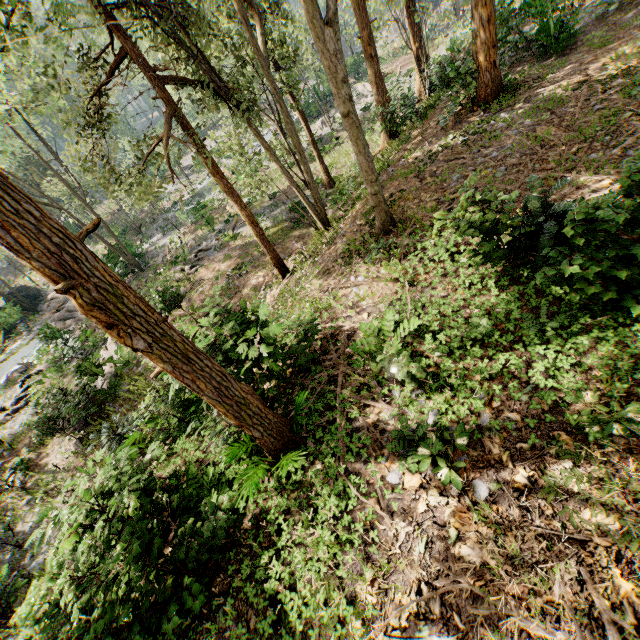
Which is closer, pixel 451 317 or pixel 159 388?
pixel 451 317

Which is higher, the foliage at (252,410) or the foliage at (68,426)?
the foliage at (252,410)

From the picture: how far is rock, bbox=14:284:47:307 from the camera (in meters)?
32.91

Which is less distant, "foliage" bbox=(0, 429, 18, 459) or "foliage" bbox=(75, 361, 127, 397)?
"foliage" bbox=(75, 361, 127, 397)

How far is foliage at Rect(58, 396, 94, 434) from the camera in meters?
13.7 m
